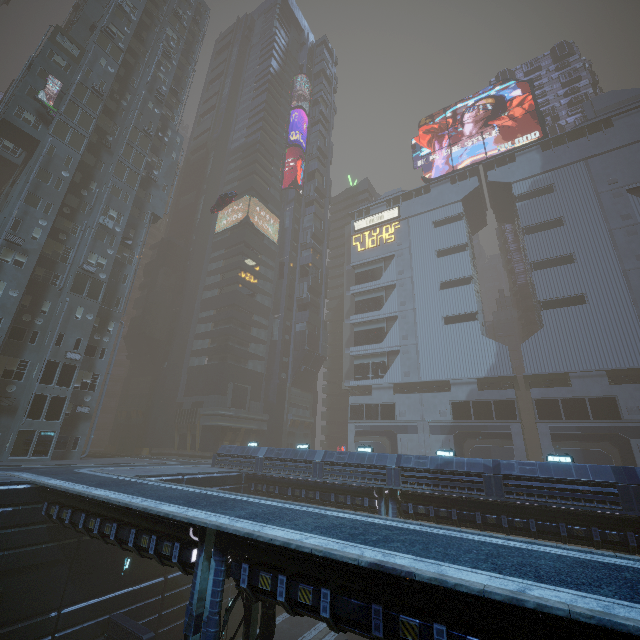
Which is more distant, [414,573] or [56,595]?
[56,595]

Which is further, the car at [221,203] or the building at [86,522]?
the car at [221,203]

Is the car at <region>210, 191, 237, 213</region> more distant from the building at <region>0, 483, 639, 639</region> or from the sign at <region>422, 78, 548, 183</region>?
the sign at <region>422, 78, 548, 183</region>

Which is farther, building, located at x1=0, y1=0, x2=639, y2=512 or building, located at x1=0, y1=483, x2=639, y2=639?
building, located at x1=0, y1=0, x2=639, y2=512

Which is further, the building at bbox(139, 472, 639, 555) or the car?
the car

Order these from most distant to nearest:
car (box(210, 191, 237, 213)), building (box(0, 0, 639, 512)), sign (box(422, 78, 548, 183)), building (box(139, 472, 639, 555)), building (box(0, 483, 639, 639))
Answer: sign (box(422, 78, 548, 183)), car (box(210, 191, 237, 213)), building (box(0, 0, 639, 512)), building (box(139, 472, 639, 555)), building (box(0, 483, 639, 639))

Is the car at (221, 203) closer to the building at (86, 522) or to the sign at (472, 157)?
the building at (86, 522)
